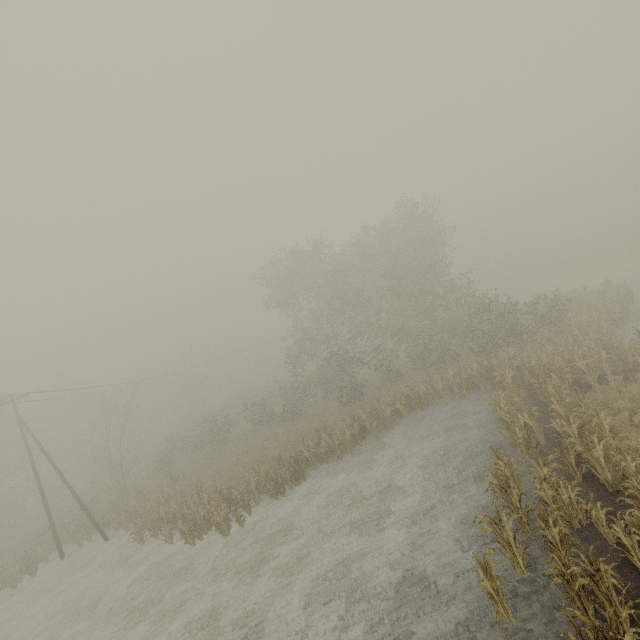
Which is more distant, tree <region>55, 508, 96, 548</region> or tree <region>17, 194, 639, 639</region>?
tree <region>55, 508, 96, 548</region>

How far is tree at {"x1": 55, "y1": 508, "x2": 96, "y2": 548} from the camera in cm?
2405

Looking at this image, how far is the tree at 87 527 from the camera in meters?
24.0 m

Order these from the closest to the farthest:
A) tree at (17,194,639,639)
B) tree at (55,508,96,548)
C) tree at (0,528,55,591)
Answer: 1. tree at (17,194,639,639)
2. tree at (0,528,55,591)
3. tree at (55,508,96,548)

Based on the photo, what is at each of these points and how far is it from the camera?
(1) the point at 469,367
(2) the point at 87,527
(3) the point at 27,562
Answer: (1) tree, 20.5m
(2) tree, 24.5m
(3) tree, 22.2m

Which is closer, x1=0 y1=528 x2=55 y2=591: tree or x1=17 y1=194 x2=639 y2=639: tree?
x1=17 y1=194 x2=639 y2=639: tree

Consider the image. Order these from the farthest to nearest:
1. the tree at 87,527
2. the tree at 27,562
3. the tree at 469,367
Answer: the tree at 87,527 → the tree at 27,562 → the tree at 469,367
